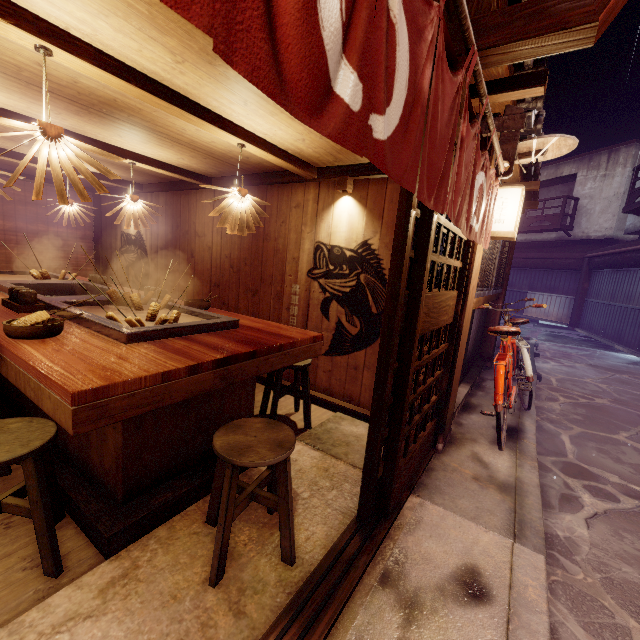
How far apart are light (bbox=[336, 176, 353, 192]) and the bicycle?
4.60m

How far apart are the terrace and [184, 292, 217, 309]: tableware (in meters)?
34.31

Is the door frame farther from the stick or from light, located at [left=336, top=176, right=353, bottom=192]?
light, located at [left=336, top=176, right=353, bottom=192]

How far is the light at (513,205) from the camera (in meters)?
5.14

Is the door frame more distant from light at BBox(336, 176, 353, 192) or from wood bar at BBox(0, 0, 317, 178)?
wood bar at BBox(0, 0, 317, 178)

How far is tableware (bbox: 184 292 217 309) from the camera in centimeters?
631cm

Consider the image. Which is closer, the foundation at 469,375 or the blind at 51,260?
the foundation at 469,375

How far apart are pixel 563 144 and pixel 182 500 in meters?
7.4 m
